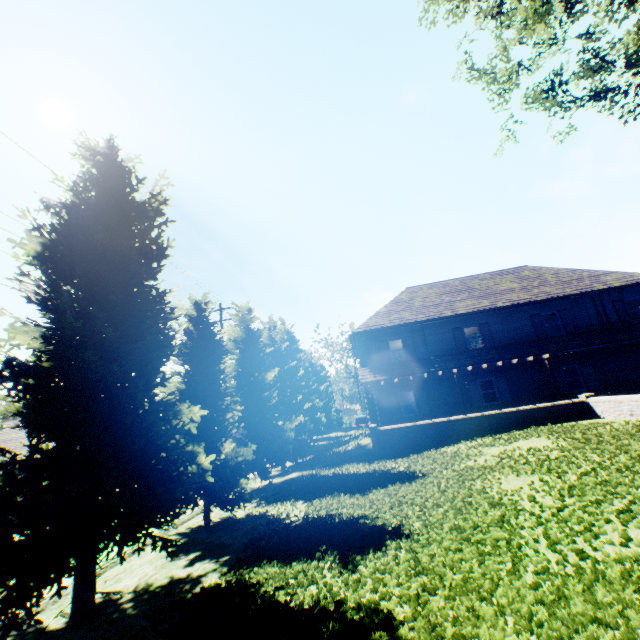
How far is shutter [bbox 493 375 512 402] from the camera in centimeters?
1983cm

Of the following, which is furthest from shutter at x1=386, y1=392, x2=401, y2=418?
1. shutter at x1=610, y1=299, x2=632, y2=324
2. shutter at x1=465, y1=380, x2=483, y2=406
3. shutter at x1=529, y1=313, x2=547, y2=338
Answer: shutter at x1=610, y1=299, x2=632, y2=324

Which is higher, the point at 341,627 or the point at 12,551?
the point at 12,551

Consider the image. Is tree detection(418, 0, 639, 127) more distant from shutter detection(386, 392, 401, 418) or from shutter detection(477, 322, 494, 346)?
shutter detection(477, 322, 494, 346)

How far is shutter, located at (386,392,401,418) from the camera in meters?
20.5 m

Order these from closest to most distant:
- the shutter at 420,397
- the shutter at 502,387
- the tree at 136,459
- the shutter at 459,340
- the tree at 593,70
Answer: the tree at 136,459 < the tree at 593,70 < the shutter at 502,387 < the shutter at 420,397 < the shutter at 459,340

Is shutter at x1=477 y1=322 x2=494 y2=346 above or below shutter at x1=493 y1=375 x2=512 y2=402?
above

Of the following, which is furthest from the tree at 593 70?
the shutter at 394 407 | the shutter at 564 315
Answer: the shutter at 564 315
